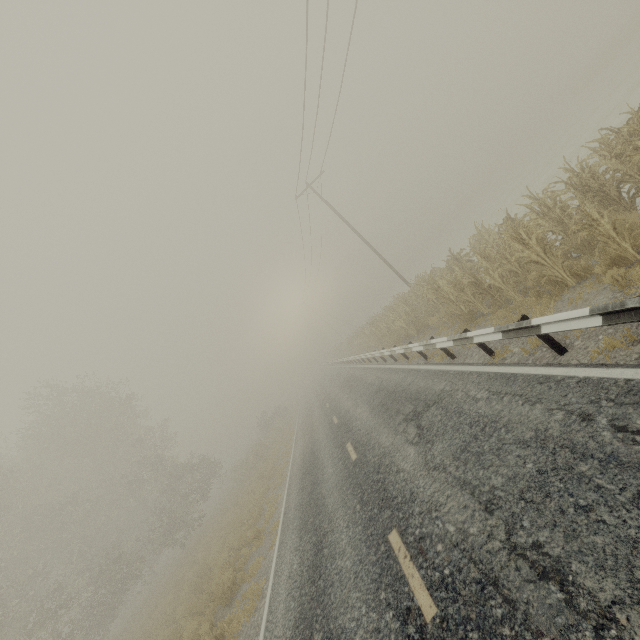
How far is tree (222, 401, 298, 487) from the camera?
28.60m

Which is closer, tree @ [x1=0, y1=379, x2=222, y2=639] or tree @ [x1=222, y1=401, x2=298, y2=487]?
tree @ [x1=0, y1=379, x2=222, y2=639]

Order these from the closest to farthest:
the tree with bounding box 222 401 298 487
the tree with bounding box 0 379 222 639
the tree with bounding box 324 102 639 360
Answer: the tree with bounding box 324 102 639 360
the tree with bounding box 0 379 222 639
the tree with bounding box 222 401 298 487

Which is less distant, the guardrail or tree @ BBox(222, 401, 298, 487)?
the guardrail

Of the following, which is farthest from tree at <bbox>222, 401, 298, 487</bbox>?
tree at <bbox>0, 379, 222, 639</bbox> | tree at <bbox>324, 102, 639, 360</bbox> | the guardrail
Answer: tree at <bbox>324, 102, 639, 360</bbox>

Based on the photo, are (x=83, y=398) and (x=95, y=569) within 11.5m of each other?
no

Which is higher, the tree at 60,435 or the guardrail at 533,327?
the tree at 60,435

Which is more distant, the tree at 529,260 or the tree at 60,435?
the tree at 60,435
